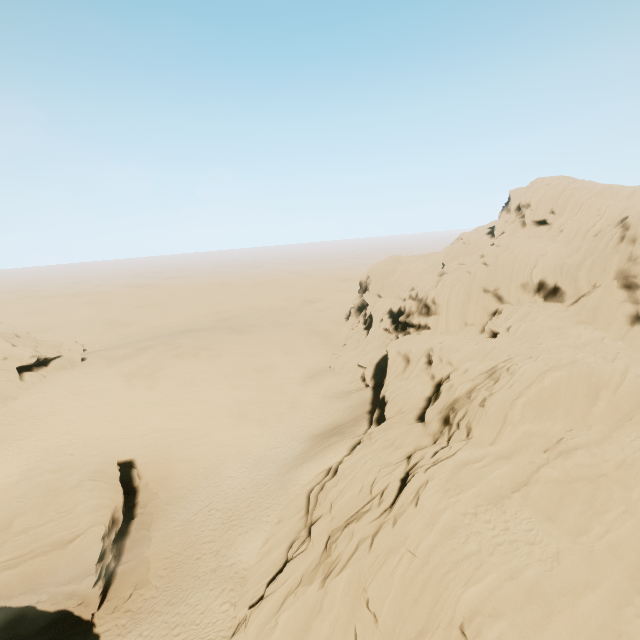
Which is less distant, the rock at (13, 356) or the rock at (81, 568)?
the rock at (81, 568)

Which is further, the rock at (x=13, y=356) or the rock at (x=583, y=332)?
the rock at (x=13, y=356)

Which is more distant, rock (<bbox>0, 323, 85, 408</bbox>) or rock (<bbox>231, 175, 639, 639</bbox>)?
rock (<bbox>0, 323, 85, 408</bbox>)

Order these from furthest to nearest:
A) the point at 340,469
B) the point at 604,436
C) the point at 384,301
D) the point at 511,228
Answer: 1. the point at 384,301
2. the point at 511,228
3. the point at 340,469
4. the point at 604,436

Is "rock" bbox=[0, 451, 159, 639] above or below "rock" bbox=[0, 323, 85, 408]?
below

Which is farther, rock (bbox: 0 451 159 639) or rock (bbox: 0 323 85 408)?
rock (bbox: 0 323 85 408)

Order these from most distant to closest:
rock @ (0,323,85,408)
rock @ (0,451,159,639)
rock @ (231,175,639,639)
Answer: rock @ (0,323,85,408) < rock @ (0,451,159,639) < rock @ (231,175,639,639)
